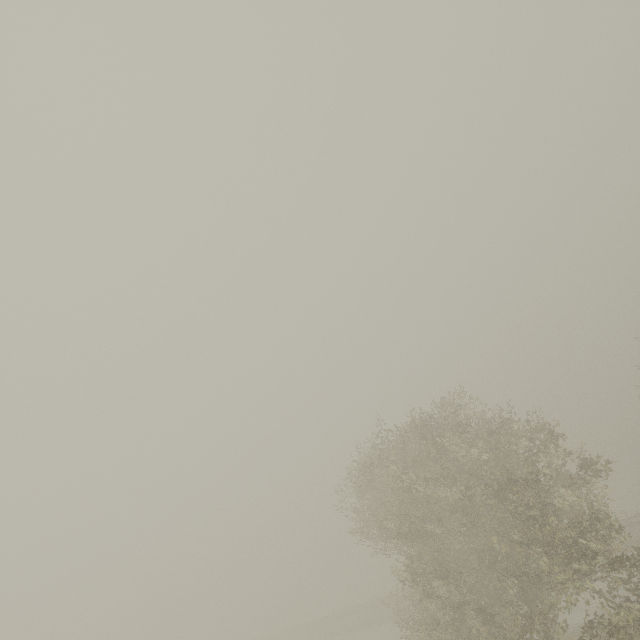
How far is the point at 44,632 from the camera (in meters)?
59.41
